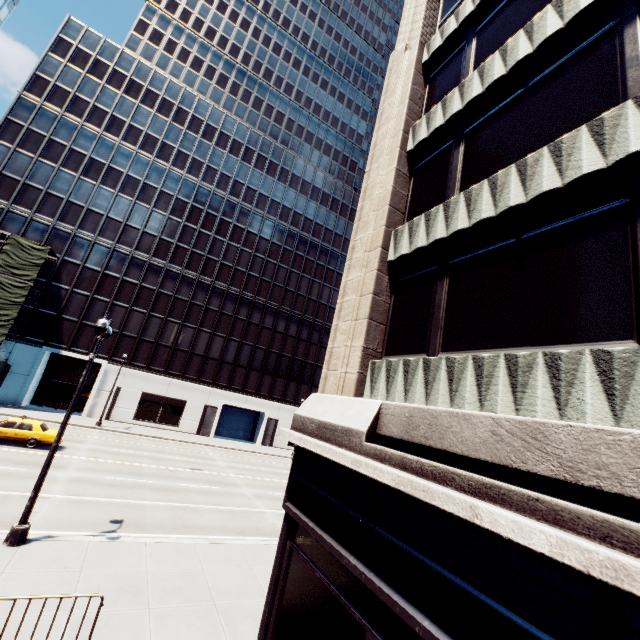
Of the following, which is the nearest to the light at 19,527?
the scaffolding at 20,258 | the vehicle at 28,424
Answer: the vehicle at 28,424

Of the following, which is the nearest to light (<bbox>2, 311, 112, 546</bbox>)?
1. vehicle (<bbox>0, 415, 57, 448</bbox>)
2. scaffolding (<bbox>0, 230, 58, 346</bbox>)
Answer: vehicle (<bbox>0, 415, 57, 448</bbox>)

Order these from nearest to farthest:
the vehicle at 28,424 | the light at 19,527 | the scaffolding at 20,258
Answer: the light at 19,527 → the vehicle at 28,424 → the scaffolding at 20,258

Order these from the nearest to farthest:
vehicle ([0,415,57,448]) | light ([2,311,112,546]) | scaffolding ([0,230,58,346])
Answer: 1. light ([2,311,112,546])
2. vehicle ([0,415,57,448])
3. scaffolding ([0,230,58,346])

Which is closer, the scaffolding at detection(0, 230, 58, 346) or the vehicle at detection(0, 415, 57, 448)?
the vehicle at detection(0, 415, 57, 448)

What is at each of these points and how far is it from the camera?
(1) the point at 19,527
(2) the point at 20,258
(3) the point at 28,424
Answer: (1) light, 9.7 meters
(2) scaffolding, 31.0 meters
(3) vehicle, 20.2 meters
